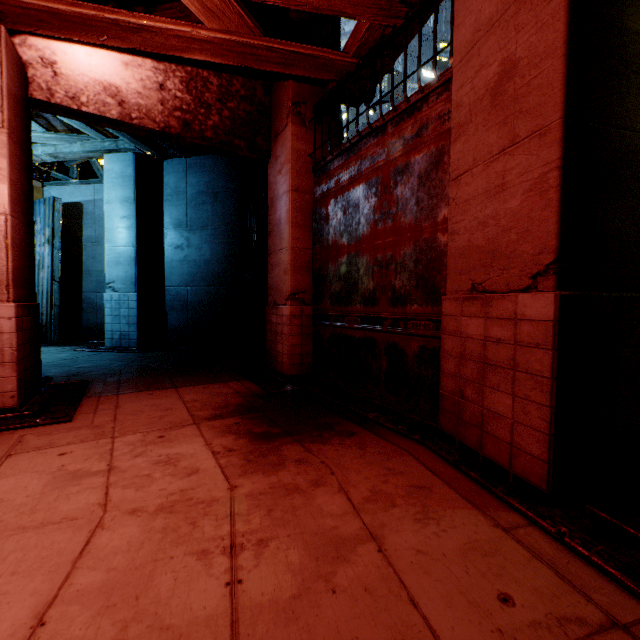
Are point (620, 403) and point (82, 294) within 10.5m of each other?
no
